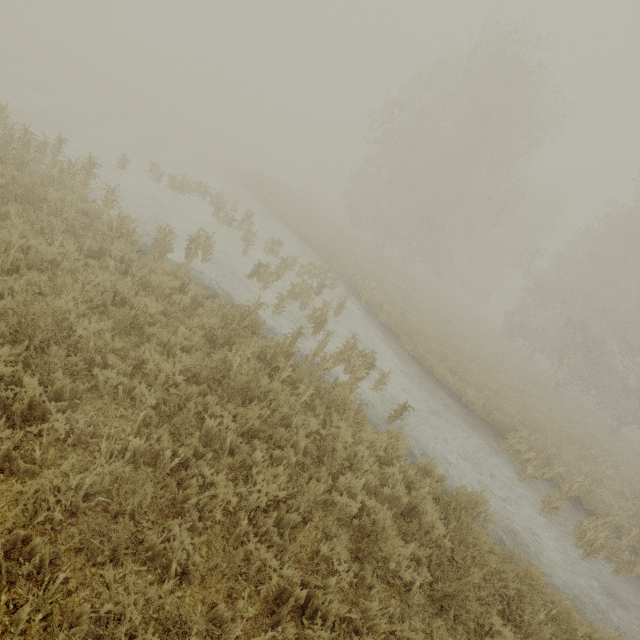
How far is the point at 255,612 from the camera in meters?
3.2
